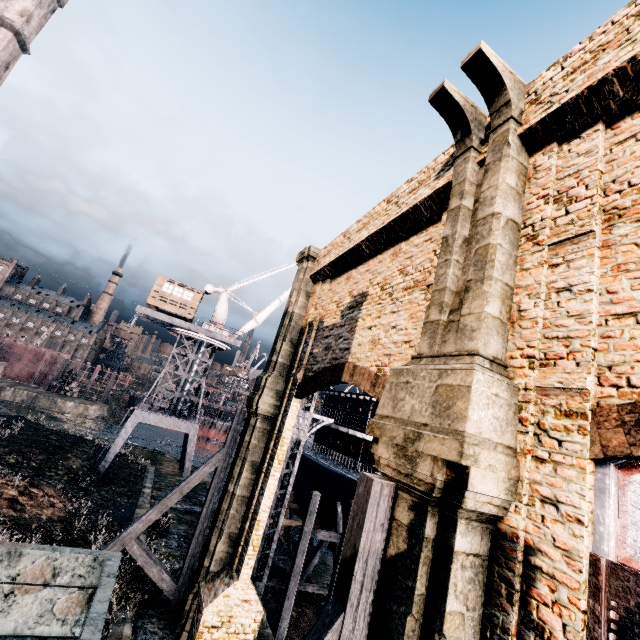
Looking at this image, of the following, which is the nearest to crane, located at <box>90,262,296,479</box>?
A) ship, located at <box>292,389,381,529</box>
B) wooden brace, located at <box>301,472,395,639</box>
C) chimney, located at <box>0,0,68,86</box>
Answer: ship, located at <box>292,389,381,529</box>

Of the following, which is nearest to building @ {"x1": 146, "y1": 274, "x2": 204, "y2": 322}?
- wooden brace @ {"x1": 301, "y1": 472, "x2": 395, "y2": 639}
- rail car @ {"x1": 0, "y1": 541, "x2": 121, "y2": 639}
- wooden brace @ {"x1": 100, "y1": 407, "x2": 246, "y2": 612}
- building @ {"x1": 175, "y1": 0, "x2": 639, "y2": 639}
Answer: building @ {"x1": 175, "y1": 0, "x2": 639, "y2": 639}

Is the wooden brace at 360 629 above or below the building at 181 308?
below

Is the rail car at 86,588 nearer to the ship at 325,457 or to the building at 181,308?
the ship at 325,457

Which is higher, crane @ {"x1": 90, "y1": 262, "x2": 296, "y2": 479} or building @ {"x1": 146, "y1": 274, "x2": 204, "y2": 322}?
building @ {"x1": 146, "y1": 274, "x2": 204, "y2": 322}

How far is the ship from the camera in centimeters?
2369cm

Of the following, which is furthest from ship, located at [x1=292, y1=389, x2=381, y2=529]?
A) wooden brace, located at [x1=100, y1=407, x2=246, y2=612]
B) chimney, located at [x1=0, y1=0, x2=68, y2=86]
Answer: chimney, located at [x1=0, y1=0, x2=68, y2=86]

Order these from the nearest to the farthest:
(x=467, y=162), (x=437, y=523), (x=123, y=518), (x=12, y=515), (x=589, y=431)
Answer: (x=589, y=431), (x=437, y=523), (x=467, y=162), (x=12, y=515), (x=123, y=518)
